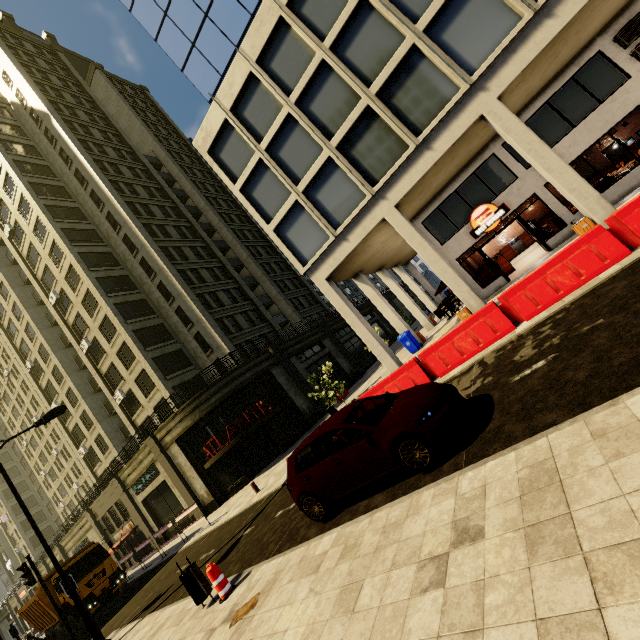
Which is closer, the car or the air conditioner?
the car

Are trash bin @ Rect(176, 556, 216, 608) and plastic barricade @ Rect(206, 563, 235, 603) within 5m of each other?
yes

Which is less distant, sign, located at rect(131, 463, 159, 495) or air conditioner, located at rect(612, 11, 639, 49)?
air conditioner, located at rect(612, 11, 639, 49)

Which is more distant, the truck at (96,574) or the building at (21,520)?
the building at (21,520)

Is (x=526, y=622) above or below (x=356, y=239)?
below

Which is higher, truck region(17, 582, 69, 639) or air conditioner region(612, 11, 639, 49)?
air conditioner region(612, 11, 639, 49)

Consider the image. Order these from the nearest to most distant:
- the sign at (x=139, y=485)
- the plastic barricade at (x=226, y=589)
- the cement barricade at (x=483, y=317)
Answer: the plastic barricade at (x=226, y=589)
the cement barricade at (x=483, y=317)
the sign at (x=139, y=485)

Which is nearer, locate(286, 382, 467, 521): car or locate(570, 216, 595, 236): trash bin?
locate(286, 382, 467, 521): car
